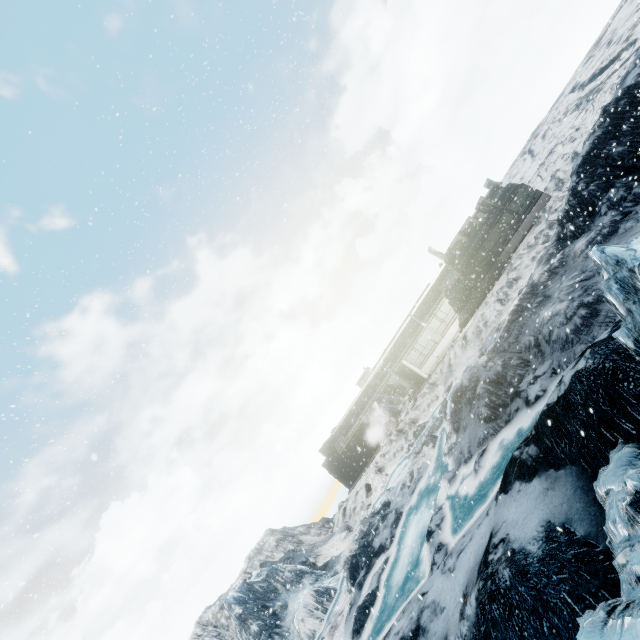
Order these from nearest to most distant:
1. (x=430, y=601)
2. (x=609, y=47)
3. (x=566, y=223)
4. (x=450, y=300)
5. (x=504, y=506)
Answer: (x=504, y=506), (x=430, y=601), (x=566, y=223), (x=450, y=300), (x=609, y=47)
